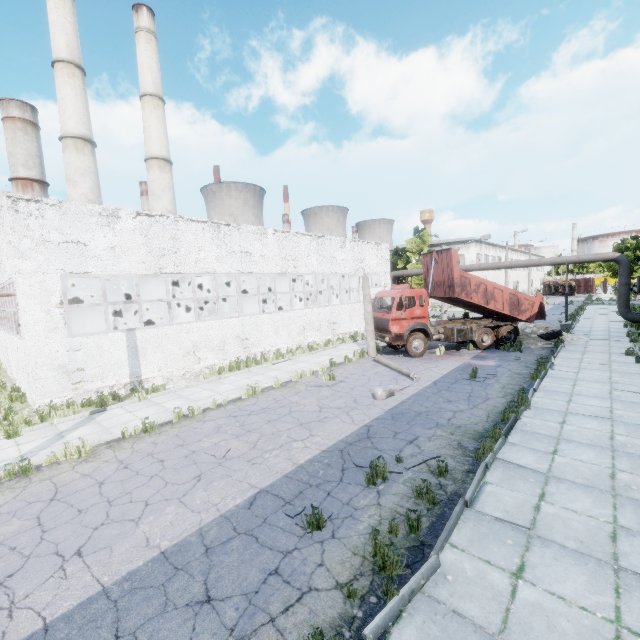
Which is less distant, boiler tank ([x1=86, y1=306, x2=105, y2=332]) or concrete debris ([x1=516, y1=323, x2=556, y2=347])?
concrete debris ([x1=516, y1=323, x2=556, y2=347])

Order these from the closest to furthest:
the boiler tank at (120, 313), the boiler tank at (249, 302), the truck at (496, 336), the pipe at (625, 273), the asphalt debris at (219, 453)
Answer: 1. the asphalt debris at (219, 453)
2. the truck at (496, 336)
3. the boiler tank at (120, 313)
4. the pipe at (625, 273)
5. the boiler tank at (249, 302)

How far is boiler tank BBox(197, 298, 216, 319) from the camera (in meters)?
27.50

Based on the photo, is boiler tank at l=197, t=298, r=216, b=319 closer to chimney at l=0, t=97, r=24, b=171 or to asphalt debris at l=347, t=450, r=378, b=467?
asphalt debris at l=347, t=450, r=378, b=467

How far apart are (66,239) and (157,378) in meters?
6.8

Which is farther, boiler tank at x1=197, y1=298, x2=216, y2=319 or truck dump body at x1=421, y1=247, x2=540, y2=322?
boiler tank at x1=197, y1=298, x2=216, y2=319

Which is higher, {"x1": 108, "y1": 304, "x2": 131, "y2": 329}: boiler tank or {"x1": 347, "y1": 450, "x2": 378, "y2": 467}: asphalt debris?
{"x1": 108, "y1": 304, "x2": 131, "y2": 329}: boiler tank

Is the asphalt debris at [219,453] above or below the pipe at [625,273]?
below
